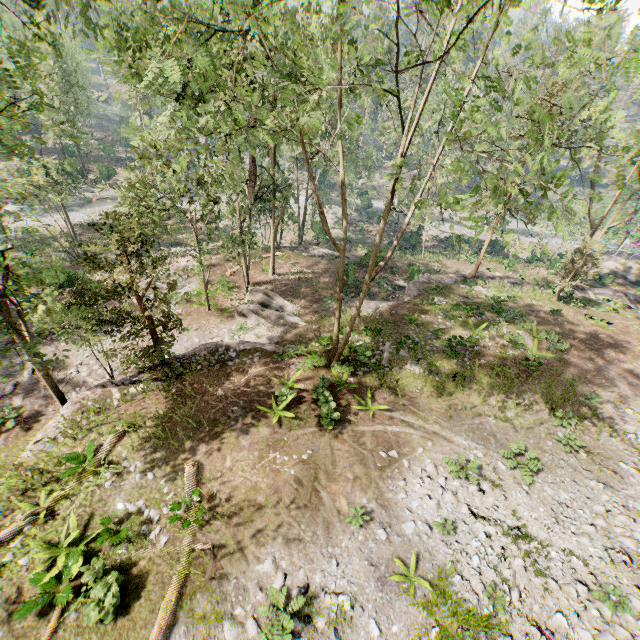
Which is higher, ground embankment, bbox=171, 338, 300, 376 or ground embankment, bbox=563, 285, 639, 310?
ground embankment, bbox=171, 338, 300, 376

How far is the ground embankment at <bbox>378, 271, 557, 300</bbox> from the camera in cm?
2572

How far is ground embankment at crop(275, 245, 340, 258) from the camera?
33.53m

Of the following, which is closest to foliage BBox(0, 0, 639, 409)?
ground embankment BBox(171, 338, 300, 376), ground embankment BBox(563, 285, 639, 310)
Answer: ground embankment BBox(171, 338, 300, 376)

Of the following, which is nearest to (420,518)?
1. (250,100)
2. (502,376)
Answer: (502,376)

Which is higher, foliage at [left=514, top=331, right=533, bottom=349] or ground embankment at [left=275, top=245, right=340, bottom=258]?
foliage at [left=514, top=331, right=533, bottom=349]

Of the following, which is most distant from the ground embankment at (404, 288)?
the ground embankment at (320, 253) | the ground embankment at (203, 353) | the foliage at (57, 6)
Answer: the ground embankment at (203, 353)

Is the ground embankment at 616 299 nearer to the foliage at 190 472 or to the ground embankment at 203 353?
the foliage at 190 472
